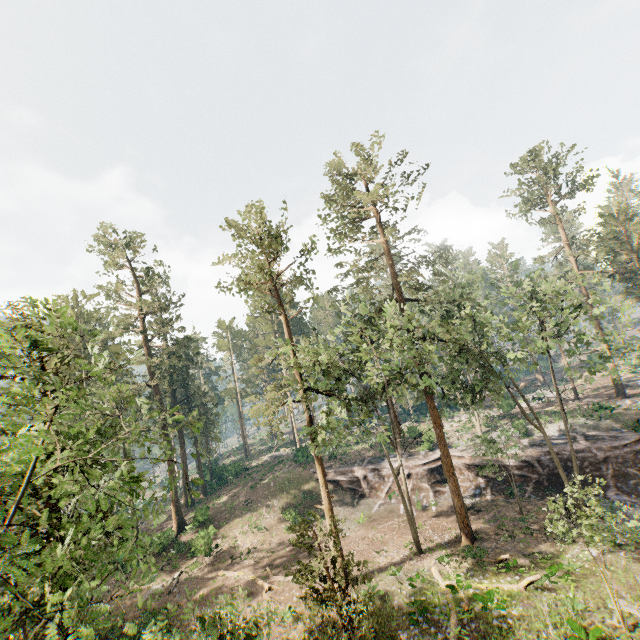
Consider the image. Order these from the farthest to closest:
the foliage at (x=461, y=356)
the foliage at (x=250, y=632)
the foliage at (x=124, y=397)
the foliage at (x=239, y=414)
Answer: the foliage at (x=239, y=414)
the foliage at (x=461, y=356)
the foliage at (x=250, y=632)
the foliage at (x=124, y=397)

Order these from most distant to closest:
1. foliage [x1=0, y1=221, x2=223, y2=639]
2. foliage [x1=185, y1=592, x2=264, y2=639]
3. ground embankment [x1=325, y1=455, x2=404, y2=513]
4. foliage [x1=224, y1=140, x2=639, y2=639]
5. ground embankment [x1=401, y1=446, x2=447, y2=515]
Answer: ground embankment [x1=325, y1=455, x2=404, y2=513]
ground embankment [x1=401, y1=446, x2=447, y2=515]
foliage [x1=224, y1=140, x2=639, y2=639]
foliage [x1=185, y1=592, x2=264, y2=639]
foliage [x1=0, y1=221, x2=223, y2=639]

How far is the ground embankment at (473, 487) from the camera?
29.8 meters

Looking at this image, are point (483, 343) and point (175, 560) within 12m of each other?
no

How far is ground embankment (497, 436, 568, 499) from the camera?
28.2m

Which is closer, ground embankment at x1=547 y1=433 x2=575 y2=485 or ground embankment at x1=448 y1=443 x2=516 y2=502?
ground embankment at x1=547 y1=433 x2=575 y2=485
